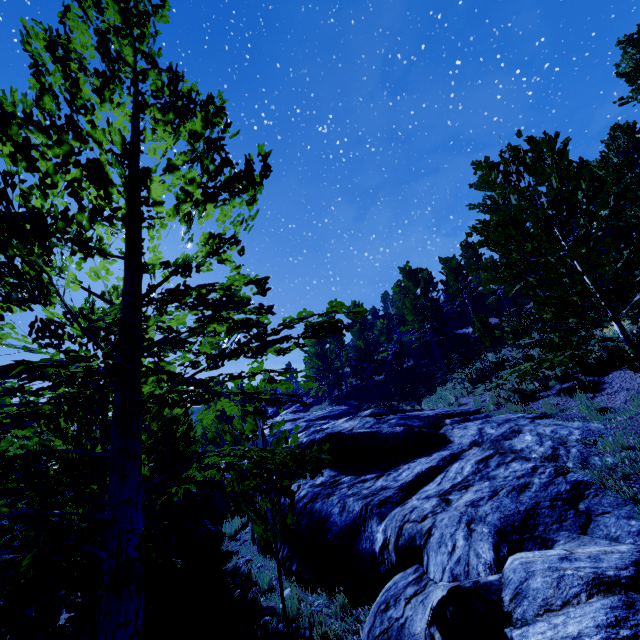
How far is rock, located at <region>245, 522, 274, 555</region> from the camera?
9.8 meters

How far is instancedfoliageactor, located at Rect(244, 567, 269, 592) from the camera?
7.9 meters

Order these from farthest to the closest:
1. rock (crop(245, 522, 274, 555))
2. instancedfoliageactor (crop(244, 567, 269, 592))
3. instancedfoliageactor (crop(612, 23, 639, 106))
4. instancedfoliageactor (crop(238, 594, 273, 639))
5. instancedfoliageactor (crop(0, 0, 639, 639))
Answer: instancedfoliageactor (crop(612, 23, 639, 106)) < rock (crop(245, 522, 274, 555)) < instancedfoliageactor (crop(244, 567, 269, 592)) < instancedfoliageactor (crop(238, 594, 273, 639)) < instancedfoliageactor (crop(0, 0, 639, 639))

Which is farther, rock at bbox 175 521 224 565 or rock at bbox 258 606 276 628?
rock at bbox 175 521 224 565

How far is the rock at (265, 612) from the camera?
6.4 meters

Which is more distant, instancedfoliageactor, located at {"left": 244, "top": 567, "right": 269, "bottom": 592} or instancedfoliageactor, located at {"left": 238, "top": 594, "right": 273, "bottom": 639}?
instancedfoliageactor, located at {"left": 244, "top": 567, "right": 269, "bottom": 592}

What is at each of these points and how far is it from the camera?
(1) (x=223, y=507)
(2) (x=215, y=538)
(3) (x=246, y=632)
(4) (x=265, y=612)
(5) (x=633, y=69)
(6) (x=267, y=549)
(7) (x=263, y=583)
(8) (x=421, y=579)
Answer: (1) rock, 16.8 meters
(2) rock, 12.9 meters
(3) instancedfoliageactor, 6.1 meters
(4) rock, 6.7 meters
(5) instancedfoliageactor, 13.5 meters
(6) rock, 9.9 meters
(7) instancedfoliageactor, 8.0 meters
(8) rock, 4.6 meters

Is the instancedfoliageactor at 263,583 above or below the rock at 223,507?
below
